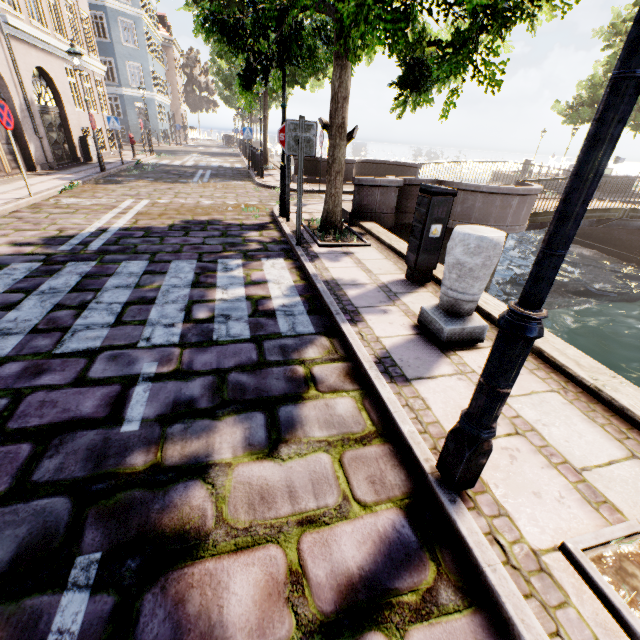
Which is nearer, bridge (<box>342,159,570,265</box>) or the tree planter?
the tree planter

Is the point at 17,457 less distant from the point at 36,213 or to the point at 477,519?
the point at 477,519

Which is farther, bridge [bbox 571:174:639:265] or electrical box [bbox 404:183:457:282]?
bridge [bbox 571:174:639:265]

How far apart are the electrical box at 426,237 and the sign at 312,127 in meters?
1.9

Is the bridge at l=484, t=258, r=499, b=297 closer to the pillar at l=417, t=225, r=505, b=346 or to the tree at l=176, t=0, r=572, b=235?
the tree at l=176, t=0, r=572, b=235

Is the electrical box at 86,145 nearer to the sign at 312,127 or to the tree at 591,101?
the tree at 591,101

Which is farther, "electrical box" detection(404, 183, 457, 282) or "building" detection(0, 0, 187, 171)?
"building" detection(0, 0, 187, 171)

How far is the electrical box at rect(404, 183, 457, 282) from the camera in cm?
404
